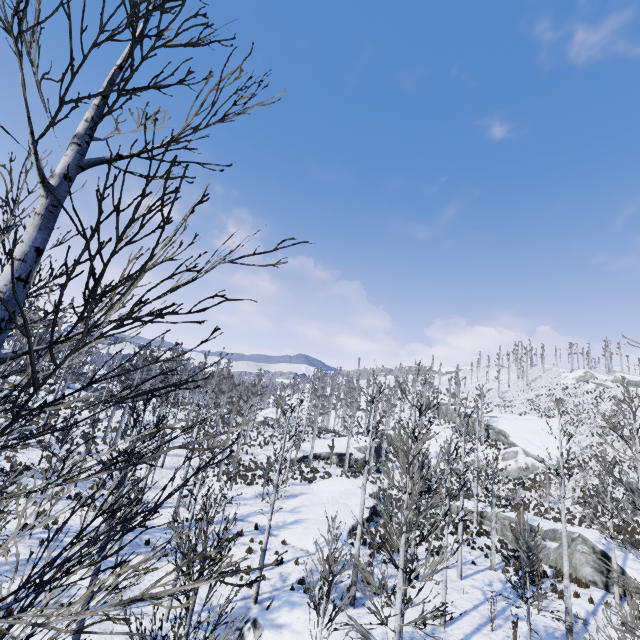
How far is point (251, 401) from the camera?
28.0m

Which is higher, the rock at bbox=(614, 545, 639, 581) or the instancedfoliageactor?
the instancedfoliageactor

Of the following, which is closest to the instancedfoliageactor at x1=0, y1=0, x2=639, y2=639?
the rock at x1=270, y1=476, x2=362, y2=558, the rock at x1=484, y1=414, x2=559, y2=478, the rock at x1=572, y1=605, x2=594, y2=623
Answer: the rock at x1=270, y1=476, x2=362, y2=558

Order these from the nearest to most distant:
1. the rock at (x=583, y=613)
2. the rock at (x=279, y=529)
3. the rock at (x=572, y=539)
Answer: the rock at (x=583, y=613) → the rock at (x=572, y=539) → the rock at (x=279, y=529)

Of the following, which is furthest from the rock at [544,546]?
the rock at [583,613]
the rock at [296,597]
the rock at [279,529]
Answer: the rock at [296,597]

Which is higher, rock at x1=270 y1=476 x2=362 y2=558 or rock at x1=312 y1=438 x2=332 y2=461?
rock at x1=312 y1=438 x2=332 y2=461

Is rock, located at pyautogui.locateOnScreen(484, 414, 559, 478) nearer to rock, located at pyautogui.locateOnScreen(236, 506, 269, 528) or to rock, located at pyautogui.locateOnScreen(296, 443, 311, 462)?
rock, located at pyautogui.locateOnScreen(296, 443, 311, 462)

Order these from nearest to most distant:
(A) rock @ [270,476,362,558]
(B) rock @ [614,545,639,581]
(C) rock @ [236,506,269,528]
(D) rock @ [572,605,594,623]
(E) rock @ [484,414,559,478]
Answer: (D) rock @ [572,605,594,623]
(B) rock @ [614,545,639,581]
(A) rock @ [270,476,362,558]
(C) rock @ [236,506,269,528]
(E) rock @ [484,414,559,478]
